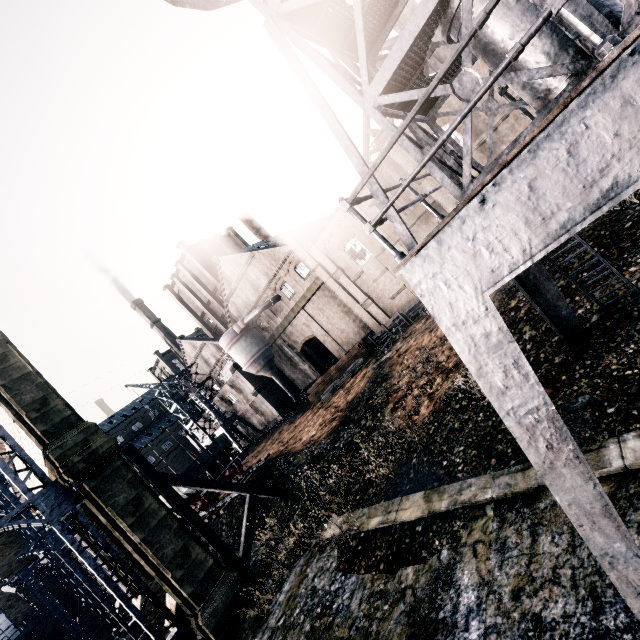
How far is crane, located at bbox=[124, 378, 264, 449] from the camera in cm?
4475

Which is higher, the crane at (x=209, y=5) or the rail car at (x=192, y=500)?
the crane at (x=209, y=5)

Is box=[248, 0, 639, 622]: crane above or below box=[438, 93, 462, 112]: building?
below

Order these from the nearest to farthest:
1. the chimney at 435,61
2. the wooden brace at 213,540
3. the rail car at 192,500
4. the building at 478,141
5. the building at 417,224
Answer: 1. the wooden brace at 213,540
2. the building at 478,141
3. the rail car at 192,500
4. the chimney at 435,61
5. the building at 417,224

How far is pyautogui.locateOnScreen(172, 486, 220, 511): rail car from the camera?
24.6 meters

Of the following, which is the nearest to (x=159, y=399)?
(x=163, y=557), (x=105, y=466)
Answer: (x=105, y=466)

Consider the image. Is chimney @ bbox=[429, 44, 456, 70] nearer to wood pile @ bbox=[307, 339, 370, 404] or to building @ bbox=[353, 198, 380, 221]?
building @ bbox=[353, 198, 380, 221]

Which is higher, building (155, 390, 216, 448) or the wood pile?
building (155, 390, 216, 448)
